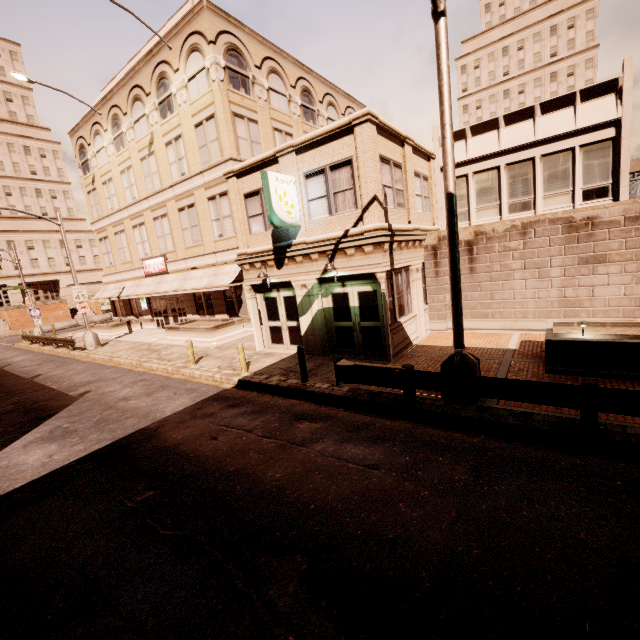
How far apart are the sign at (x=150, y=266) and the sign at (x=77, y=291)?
4.85m

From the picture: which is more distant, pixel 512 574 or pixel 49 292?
pixel 49 292

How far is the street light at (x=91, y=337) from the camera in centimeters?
2208cm

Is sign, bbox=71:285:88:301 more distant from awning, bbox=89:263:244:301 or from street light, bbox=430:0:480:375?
street light, bbox=430:0:480:375

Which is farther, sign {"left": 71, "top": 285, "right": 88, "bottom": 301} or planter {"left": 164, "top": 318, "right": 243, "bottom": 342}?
sign {"left": 71, "top": 285, "right": 88, "bottom": 301}

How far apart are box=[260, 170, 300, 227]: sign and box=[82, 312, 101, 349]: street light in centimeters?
1785cm

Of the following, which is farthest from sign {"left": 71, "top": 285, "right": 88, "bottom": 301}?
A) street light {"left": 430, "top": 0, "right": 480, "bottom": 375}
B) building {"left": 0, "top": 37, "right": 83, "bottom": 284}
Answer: building {"left": 0, "top": 37, "right": 83, "bottom": 284}

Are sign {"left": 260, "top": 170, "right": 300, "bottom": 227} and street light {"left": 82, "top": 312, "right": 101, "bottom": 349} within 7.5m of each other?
no
